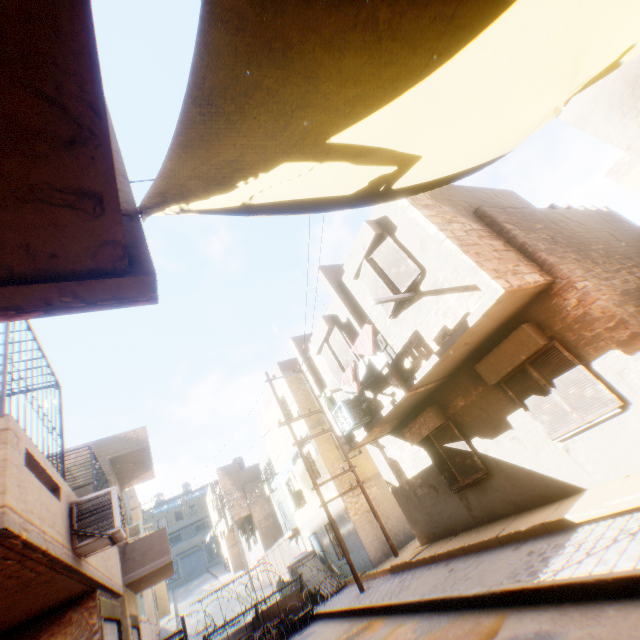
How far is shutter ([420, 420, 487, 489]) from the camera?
8.72m

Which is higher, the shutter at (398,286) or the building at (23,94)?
the shutter at (398,286)

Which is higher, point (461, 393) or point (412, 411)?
point (412, 411)

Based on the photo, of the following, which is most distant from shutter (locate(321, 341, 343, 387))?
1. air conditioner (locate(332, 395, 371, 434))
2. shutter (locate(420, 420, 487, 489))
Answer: shutter (locate(420, 420, 487, 489))

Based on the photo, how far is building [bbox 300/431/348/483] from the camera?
14.59m

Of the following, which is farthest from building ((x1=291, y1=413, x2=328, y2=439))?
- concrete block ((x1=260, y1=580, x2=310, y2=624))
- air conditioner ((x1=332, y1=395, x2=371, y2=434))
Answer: concrete block ((x1=260, y1=580, x2=310, y2=624))

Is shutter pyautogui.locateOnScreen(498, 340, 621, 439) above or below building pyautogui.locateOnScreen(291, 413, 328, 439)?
below

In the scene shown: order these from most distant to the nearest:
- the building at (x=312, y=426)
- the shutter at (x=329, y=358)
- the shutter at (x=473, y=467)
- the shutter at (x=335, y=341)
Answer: the building at (x=312, y=426) → the shutter at (x=329, y=358) → the shutter at (x=335, y=341) → the shutter at (x=473, y=467)
